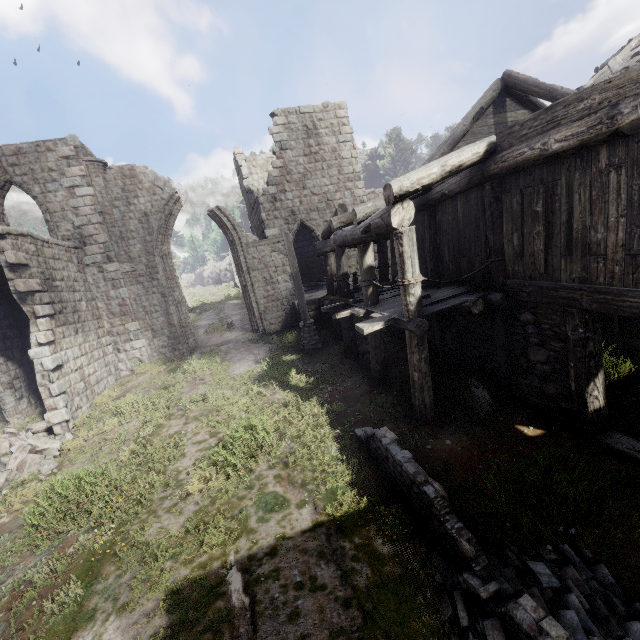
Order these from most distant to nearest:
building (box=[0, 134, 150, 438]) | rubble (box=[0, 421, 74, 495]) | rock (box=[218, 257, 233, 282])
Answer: rock (box=[218, 257, 233, 282]) → building (box=[0, 134, 150, 438]) → rubble (box=[0, 421, 74, 495])

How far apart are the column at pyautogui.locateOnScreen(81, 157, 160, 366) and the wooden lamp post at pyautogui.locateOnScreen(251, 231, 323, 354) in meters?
6.7

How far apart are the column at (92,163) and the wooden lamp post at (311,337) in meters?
6.7

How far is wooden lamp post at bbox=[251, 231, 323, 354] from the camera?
12.28m

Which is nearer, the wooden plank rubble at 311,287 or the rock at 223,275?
the wooden plank rubble at 311,287

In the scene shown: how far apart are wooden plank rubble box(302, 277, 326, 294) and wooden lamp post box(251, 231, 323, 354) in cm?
540

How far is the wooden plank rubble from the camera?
19.7m

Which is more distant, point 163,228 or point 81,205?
point 163,228
